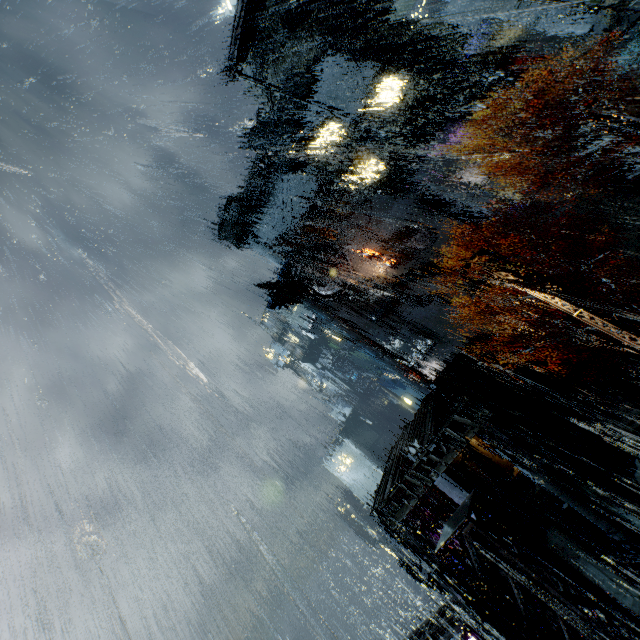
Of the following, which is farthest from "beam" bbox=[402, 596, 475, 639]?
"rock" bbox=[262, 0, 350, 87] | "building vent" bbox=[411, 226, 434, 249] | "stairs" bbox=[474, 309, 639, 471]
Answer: "rock" bbox=[262, 0, 350, 87]

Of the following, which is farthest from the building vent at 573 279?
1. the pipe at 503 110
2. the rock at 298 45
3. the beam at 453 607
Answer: the rock at 298 45

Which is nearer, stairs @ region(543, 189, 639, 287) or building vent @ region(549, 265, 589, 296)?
stairs @ region(543, 189, 639, 287)

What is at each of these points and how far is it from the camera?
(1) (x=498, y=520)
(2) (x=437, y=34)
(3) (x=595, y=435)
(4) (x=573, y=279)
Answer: (1) building, 4.3 meters
(2) rock, 44.7 meters
(3) stairs, 20.7 meters
(4) building vent, 27.8 meters

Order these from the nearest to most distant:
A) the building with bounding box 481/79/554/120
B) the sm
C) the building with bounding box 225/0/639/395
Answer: the sm
the building with bounding box 225/0/639/395
the building with bounding box 481/79/554/120

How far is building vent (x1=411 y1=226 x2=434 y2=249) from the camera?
40.6m

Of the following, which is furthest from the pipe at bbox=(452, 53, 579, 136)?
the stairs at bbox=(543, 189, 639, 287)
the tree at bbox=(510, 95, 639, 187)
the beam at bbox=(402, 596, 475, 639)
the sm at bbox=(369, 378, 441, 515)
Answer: Answer: the beam at bbox=(402, 596, 475, 639)

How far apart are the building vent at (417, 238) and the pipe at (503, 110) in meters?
14.7 m
